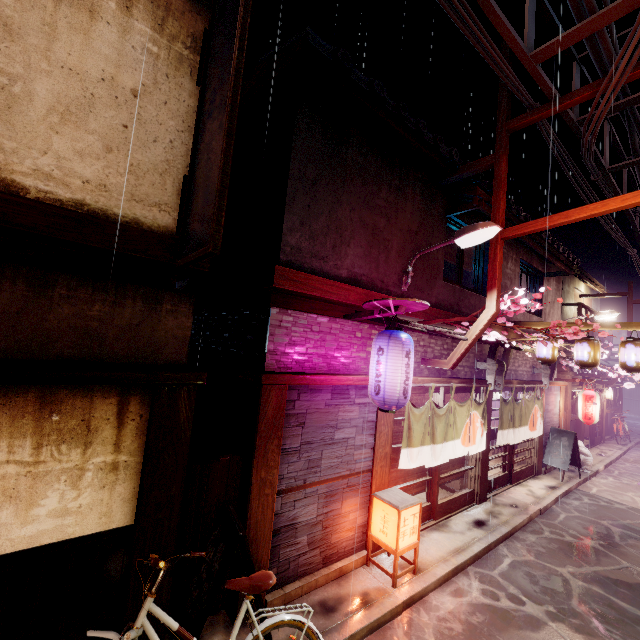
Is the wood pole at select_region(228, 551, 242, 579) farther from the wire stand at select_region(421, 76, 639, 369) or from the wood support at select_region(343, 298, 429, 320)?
the wire stand at select_region(421, 76, 639, 369)

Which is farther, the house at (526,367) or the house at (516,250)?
the house at (526,367)

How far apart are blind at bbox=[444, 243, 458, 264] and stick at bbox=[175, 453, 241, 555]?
10.7 meters

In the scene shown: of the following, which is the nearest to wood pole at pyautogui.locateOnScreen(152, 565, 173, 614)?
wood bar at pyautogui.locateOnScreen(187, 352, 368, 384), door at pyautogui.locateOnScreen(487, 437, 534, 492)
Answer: wood bar at pyautogui.locateOnScreen(187, 352, 368, 384)

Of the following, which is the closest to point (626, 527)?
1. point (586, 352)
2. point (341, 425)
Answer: point (586, 352)

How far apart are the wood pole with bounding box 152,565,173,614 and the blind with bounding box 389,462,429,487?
6.6m

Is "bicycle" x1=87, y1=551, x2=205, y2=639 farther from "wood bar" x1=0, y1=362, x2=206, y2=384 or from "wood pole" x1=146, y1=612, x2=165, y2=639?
"wood bar" x1=0, y1=362, x2=206, y2=384

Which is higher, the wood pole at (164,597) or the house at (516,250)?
the house at (516,250)
